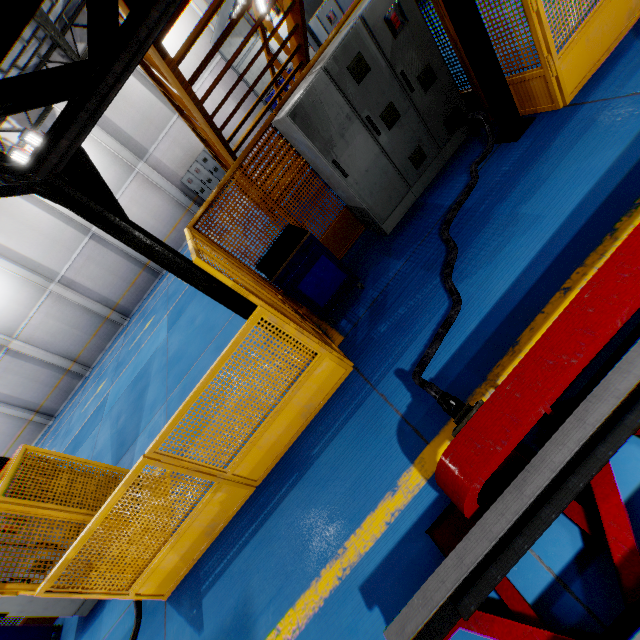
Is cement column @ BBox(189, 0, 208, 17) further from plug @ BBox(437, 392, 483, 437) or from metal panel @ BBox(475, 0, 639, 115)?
plug @ BBox(437, 392, 483, 437)

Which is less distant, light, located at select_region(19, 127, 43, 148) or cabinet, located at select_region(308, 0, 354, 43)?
cabinet, located at select_region(308, 0, 354, 43)

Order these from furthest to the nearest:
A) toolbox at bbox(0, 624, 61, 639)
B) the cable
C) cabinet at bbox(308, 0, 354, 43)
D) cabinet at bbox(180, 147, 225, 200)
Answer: cabinet at bbox(180, 147, 225, 200)
cabinet at bbox(308, 0, 354, 43)
toolbox at bbox(0, 624, 61, 639)
the cable

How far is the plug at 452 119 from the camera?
4.4m

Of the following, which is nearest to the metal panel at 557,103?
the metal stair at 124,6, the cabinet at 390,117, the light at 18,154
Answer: the cabinet at 390,117

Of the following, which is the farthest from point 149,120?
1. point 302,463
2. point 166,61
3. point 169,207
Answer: point 302,463

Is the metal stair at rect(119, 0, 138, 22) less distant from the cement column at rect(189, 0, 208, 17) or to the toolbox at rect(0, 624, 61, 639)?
the toolbox at rect(0, 624, 61, 639)

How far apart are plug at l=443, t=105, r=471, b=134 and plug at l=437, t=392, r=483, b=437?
4.0m
